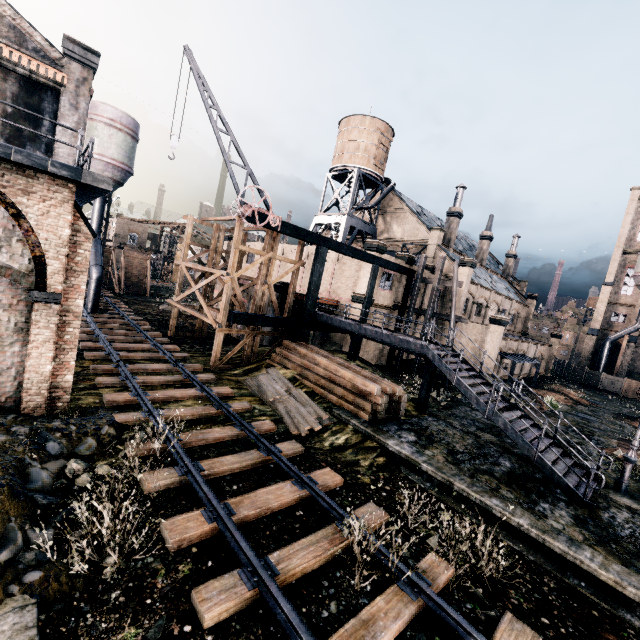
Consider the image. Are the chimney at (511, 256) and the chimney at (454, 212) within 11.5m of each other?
no

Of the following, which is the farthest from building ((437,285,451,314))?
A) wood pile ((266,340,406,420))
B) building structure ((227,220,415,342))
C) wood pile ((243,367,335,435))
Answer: wood pile ((243,367,335,435))

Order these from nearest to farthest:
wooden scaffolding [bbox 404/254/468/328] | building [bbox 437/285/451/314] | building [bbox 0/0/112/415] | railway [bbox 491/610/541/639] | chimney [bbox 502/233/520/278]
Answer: railway [bbox 491/610/541/639], building [bbox 0/0/112/415], wooden scaffolding [bbox 404/254/468/328], building [bbox 437/285/451/314], chimney [bbox 502/233/520/278]

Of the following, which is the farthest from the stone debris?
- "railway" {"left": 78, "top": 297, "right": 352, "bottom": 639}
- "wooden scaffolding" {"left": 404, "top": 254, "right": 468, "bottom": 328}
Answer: "wooden scaffolding" {"left": 404, "top": 254, "right": 468, "bottom": 328}

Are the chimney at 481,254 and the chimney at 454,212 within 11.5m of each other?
yes

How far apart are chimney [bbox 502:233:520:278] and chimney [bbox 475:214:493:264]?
10.8m

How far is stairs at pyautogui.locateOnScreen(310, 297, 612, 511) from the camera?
12.3 meters

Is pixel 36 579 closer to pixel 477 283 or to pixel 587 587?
pixel 587 587
